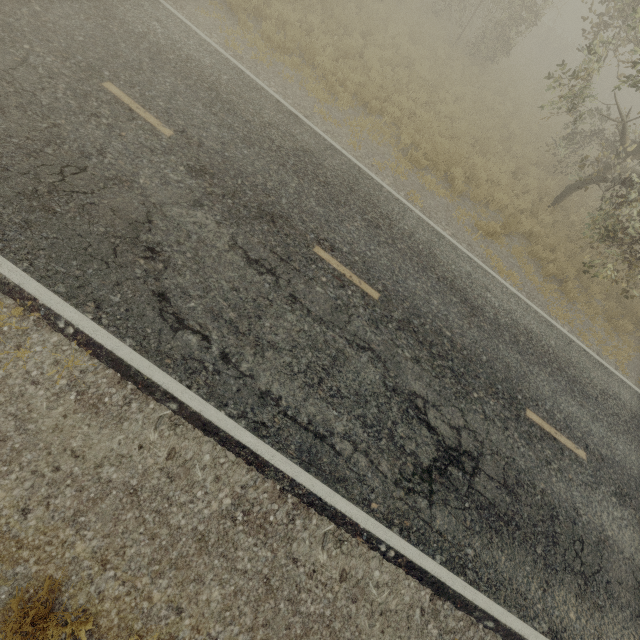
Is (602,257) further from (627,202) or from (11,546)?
(11,546)
